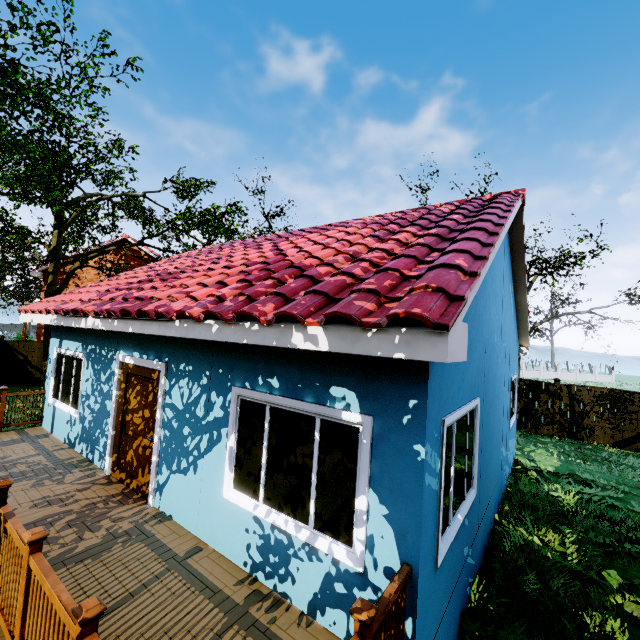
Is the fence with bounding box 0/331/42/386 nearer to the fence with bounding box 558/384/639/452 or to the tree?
the fence with bounding box 558/384/639/452

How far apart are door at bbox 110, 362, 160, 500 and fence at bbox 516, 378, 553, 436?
15.0 meters

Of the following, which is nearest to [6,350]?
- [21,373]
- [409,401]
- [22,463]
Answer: [21,373]

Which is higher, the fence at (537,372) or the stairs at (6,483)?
the stairs at (6,483)

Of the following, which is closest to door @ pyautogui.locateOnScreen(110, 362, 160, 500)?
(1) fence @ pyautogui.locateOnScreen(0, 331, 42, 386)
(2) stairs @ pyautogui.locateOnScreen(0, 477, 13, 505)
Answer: (2) stairs @ pyautogui.locateOnScreen(0, 477, 13, 505)

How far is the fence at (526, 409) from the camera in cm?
1419

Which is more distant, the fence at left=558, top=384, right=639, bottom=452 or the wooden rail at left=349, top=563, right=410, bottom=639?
the fence at left=558, top=384, right=639, bottom=452

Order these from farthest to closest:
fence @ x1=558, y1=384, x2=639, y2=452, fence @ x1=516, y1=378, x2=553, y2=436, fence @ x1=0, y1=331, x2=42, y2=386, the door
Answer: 1. fence @ x1=0, y1=331, x2=42, y2=386
2. fence @ x1=516, y1=378, x2=553, y2=436
3. fence @ x1=558, y1=384, x2=639, y2=452
4. the door
